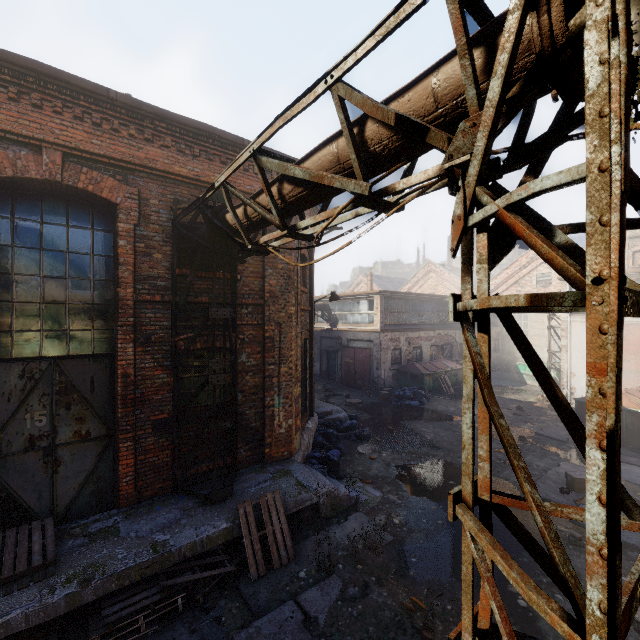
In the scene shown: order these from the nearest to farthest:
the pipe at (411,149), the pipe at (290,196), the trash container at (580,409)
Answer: the pipe at (411,149)
the pipe at (290,196)
the trash container at (580,409)

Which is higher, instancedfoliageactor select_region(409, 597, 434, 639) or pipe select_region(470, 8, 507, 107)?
pipe select_region(470, 8, 507, 107)

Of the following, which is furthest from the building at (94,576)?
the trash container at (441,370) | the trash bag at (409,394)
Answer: the trash container at (441,370)

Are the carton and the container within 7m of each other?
no

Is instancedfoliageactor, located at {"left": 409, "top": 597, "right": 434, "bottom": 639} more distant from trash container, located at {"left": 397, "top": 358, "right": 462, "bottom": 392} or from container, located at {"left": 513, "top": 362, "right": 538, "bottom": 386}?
container, located at {"left": 513, "top": 362, "right": 538, "bottom": 386}

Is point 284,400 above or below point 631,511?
below

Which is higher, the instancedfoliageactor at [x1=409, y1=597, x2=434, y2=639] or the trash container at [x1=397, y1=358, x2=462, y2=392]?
the trash container at [x1=397, y1=358, x2=462, y2=392]

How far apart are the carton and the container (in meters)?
13.95
